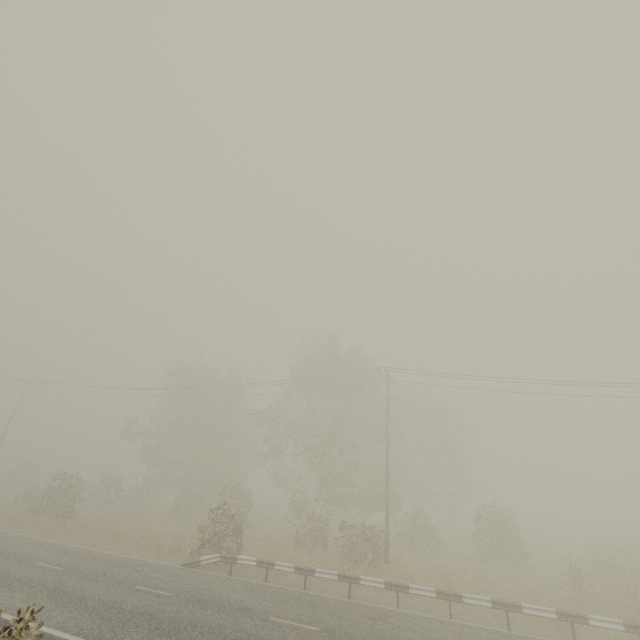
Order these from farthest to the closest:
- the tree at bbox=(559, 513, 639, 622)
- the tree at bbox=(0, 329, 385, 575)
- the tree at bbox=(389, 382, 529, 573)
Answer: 1. the tree at bbox=(389, 382, 529, 573)
2. the tree at bbox=(0, 329, 385, 575)
3. the tree at bbox=(559, 513, 639, 622)

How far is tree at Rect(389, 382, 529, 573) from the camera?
22.2 meters

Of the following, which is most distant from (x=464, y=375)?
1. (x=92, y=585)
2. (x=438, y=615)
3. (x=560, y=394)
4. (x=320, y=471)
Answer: (x=92, y=585)

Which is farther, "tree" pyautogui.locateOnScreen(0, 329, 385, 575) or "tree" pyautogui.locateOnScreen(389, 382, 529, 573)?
"tree" pyautogui.locateOnScreen(389, 382, 529, 573)

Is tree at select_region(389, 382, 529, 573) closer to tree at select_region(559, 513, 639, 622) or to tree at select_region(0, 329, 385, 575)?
tree at select_region(0, 329, 385, 575)

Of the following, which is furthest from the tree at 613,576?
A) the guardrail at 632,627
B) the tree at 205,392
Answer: the tree at 205,392

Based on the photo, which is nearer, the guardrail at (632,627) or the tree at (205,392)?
the guardrail at (632,627)

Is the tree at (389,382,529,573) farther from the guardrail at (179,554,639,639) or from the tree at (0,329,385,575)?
the guardrail at (179,554,639,639)
